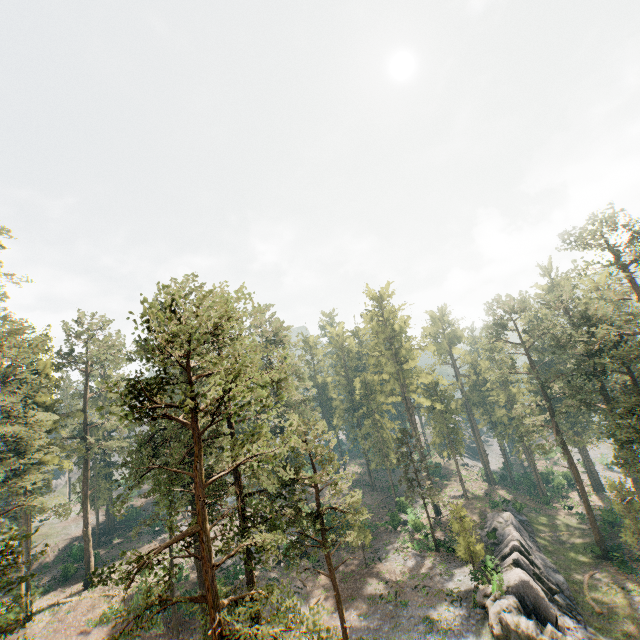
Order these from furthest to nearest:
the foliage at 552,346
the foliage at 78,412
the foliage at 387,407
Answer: the foliage at 387,407, the foliage at 552,346, the foliage at 78,412

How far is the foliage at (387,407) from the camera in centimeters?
3709cm

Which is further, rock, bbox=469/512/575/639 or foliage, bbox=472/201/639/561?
foliage, bbox=472/201/639/561

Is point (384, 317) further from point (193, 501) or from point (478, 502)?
point (193, 501)

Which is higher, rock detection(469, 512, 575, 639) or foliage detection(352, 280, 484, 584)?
foliage detection(352, 280, 484, 584)

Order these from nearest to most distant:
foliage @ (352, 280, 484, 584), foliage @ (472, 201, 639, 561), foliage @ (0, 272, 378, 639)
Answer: foliage @ (0, 272, 378, 639) → foliage @ (472, 201, 639, 561) → foliage @ (352, 280, 484, 584)

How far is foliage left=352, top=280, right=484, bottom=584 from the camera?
37.1m

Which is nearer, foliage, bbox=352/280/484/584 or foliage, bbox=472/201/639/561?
foliage, bbox=472/201/639/561
